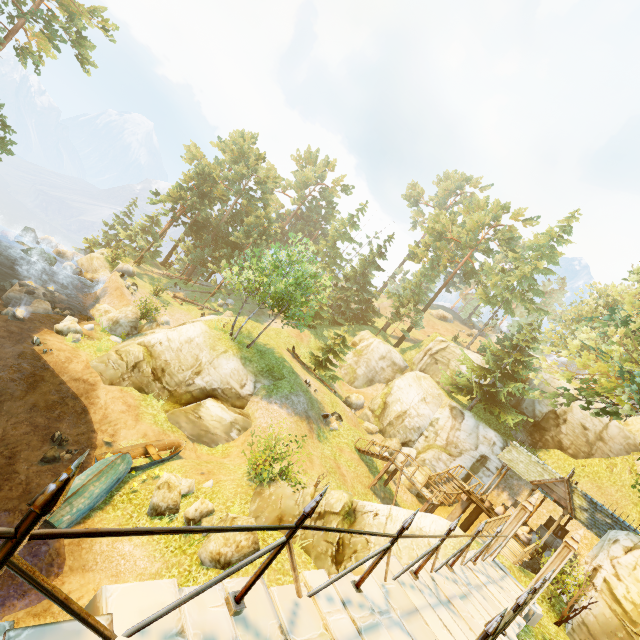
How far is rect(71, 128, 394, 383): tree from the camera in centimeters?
2406cm

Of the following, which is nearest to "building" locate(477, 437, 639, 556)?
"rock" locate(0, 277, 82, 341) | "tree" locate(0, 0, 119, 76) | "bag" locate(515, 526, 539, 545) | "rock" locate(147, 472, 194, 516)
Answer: "bag" locate(515, 526, 539, 545)

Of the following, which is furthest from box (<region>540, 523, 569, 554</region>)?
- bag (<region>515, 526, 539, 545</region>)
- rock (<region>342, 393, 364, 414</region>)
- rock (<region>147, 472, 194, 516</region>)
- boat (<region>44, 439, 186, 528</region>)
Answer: boat (<region>44, 439, 186, 528</region>)

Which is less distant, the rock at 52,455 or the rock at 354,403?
the rock at 52,455

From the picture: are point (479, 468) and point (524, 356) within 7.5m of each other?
no

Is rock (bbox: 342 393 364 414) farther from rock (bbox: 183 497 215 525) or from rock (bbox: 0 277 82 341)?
rock (bbox: 0 277 82 341)

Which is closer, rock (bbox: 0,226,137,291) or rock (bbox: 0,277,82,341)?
rock (bbox: 0,277,82,341)

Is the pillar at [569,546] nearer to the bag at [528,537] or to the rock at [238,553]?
the rock at [238,553]
